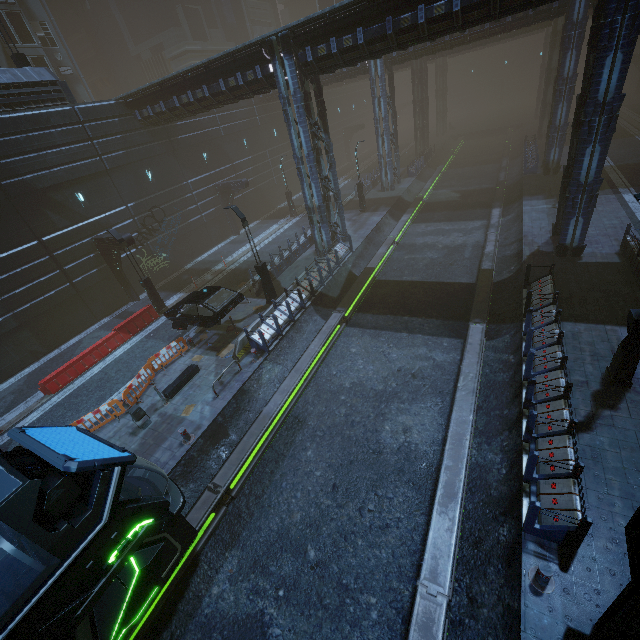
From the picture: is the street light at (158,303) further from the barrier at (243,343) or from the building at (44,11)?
the barrier at (243,343)

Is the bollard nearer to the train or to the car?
the train

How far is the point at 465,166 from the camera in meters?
38.6

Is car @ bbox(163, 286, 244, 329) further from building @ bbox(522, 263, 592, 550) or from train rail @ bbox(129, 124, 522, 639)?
train rail @ bbox(129, 124, 522, 639)

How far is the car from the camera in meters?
15.2

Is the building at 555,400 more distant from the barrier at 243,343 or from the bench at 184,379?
the bench at 184,379

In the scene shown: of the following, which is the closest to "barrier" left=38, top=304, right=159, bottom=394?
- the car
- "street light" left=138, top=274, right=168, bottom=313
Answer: "street light" left=138, top=274, right=168, bottom=313

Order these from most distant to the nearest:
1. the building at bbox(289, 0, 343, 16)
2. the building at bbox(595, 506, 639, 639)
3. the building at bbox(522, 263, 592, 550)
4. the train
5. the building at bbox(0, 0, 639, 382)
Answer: the building at bbox(289, 0, 343, 16) → the building at bbox(0, 0, 639, 382) → the building at bbox(522, 263, 592, 550) → the train → the building at bbox(595, 506, 639, 639)
